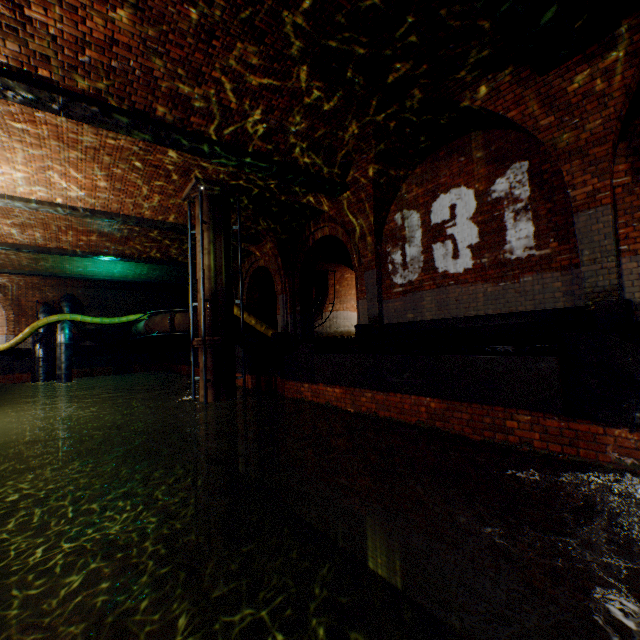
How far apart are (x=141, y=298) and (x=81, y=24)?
21.3 meters

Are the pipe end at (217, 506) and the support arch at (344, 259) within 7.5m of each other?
no

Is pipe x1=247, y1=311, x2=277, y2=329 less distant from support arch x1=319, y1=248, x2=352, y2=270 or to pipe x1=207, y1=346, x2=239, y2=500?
support arch x1=319, y1=248, x2=352, y2=270

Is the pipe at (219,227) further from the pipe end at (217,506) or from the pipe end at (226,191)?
the pipe end at (217,506)

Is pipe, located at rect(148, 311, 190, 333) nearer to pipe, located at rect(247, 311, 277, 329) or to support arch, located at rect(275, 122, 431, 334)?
pipe, located at rect(247, 311, 277, 329)

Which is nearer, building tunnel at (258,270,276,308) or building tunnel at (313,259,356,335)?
building tunnel at (258,270,276,308)

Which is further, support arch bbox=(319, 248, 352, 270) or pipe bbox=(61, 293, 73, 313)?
pipe bbox=(61, 293, 73, 313)

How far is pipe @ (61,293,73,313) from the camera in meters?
19.5
